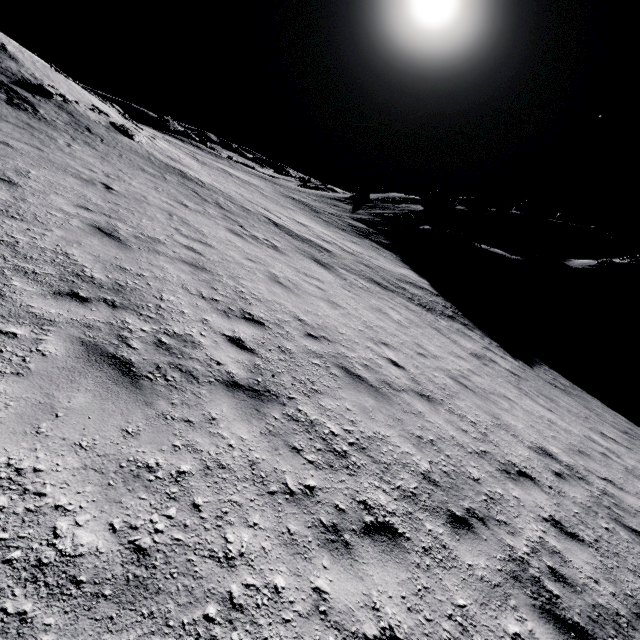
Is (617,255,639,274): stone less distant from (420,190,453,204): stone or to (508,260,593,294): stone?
(508,260,593,294): stone

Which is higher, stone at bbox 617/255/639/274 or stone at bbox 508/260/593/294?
stone at bbox 617/255/639/274

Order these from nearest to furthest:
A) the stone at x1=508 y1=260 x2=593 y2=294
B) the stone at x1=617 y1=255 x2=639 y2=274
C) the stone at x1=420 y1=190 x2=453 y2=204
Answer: the stone at x1=508 y1=260 x2=593 y2=294 < the stone at x1=617 y1=255 x2=639 y2=274 < the stone at x1=420 y1=190 x2=453 y2=204

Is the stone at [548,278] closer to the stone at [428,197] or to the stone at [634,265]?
the stone at [634,265]

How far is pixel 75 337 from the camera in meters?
3.7

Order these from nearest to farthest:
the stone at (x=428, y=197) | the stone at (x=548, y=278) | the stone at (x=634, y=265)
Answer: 1. the stone at (x=548, y=278)
2. the stone at (x=634, y=265)
3. the stone at (x=428, y=197)
